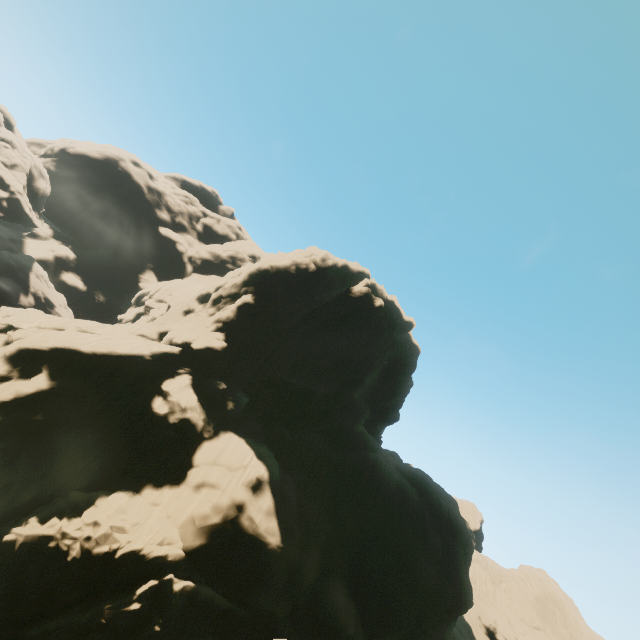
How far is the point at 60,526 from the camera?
19.4 meters

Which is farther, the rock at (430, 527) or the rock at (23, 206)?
the rock at (23, 206)

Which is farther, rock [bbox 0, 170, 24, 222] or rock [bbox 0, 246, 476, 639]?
rock [bbox 0, 170, 24, 222]
